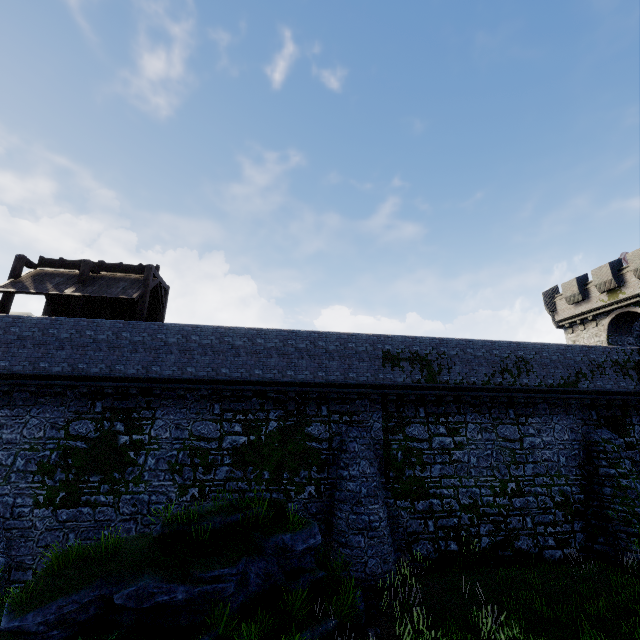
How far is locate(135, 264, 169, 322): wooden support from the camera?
15.86m

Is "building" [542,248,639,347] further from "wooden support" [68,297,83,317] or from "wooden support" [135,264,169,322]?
"wooden support" [68,297,83,317]

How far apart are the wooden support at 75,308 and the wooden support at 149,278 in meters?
2.6 m

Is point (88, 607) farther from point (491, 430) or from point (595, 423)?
point (595, 423)

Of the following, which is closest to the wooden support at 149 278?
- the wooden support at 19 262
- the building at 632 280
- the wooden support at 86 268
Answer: the wooden support at 86 268

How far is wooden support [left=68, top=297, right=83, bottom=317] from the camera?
15.3m

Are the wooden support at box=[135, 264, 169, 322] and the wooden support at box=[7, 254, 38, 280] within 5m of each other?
no

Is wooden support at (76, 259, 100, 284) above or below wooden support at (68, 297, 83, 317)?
above
